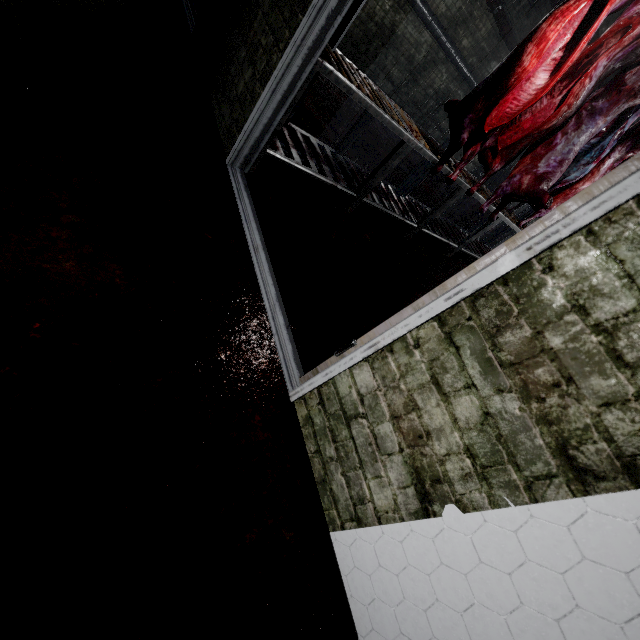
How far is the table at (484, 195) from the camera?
3.2m

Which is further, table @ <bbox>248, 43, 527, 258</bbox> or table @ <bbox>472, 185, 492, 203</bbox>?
table @ <bbox>472, 185, 492, 203</bbox>

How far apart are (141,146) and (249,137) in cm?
62

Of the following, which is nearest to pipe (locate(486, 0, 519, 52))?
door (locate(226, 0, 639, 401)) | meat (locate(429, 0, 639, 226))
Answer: door (locate(226, 0, 639, 401))

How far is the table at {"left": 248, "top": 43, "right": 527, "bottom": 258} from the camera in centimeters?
201cm

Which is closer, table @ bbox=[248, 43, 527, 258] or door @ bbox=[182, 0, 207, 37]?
table @ bbox=[248, 43, 527, 258]

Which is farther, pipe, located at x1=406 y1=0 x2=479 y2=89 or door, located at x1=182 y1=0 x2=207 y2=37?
pipe, located at x1=406 y1=0 x2=479 y2=89
